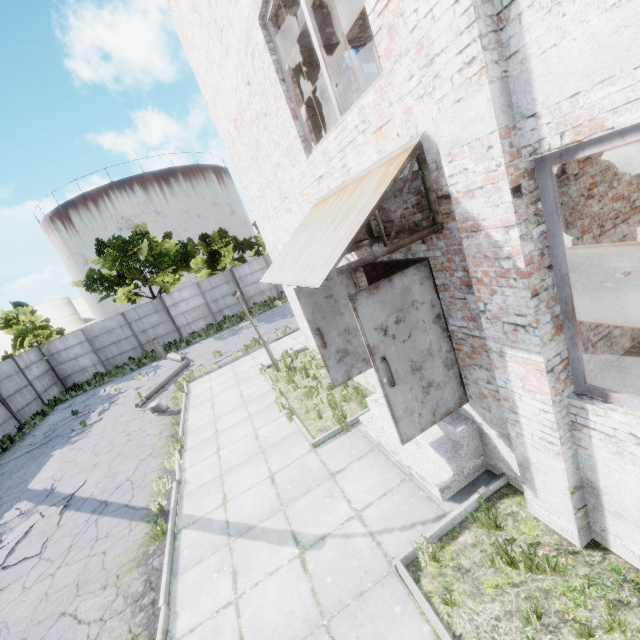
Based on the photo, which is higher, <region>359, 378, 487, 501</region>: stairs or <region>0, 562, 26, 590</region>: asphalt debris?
<region>359, 378, 487, 501</region>: stairs

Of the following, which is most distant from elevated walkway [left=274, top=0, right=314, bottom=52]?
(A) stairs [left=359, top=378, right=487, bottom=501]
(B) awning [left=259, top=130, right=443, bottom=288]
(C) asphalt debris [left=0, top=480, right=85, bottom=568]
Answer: (C) asphalt debris [left=0, top=480, right=85, bottom=568]

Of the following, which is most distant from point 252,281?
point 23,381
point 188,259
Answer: point 23,381

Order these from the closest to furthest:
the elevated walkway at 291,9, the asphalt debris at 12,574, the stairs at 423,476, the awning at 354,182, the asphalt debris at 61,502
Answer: the awning at 354,182, the stairs at 423,476, the elevated walkway at 291,9, the asphalt debris at 12,574, the asphalt debris at 61,502

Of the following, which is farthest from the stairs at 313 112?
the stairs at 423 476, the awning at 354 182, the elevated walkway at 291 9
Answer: the stairs at 423 476

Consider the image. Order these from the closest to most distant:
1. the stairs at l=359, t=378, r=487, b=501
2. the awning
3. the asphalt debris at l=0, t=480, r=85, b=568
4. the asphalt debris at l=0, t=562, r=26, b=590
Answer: the awning
the stairs at l=359, t=378, r=487, b=501
the asphalt debris at l=0, t=562, r=26, b=590
the asphalt debris at l=0, t=480, r=85, b=568

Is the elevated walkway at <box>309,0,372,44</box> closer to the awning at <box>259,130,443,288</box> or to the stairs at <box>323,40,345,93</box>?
the stairs at <box>323,40,345,93</box>

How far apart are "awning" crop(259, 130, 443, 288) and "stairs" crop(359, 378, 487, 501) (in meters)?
2.80
